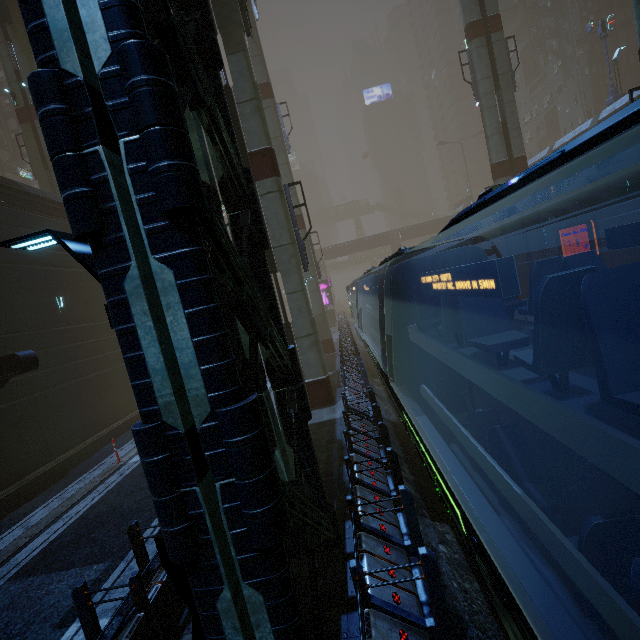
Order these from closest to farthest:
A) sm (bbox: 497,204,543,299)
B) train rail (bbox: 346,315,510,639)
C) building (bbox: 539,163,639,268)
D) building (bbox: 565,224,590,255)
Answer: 1. train rail (bbox: 346,315,510,639)
2. sm (bbox: 497,204,543,299)
3. building (bbox: 539,163,639,268)
4. building (bbox: 565,224,590,255)

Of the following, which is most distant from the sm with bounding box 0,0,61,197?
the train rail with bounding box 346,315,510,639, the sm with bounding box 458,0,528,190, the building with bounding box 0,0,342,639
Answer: the sm with bounding box 458,0,528,190

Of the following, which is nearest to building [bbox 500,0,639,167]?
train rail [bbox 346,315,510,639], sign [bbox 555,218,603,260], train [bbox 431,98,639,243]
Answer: train rail [bbox 346,315,510,639]

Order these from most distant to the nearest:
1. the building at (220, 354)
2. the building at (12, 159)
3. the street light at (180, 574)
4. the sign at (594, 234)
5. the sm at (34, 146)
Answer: the building at (12, 159)
the sm at (34, 146)
the sign at (594, 234)
the street light at (180, 574)
the building at (220, 354)

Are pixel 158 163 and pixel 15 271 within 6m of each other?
no

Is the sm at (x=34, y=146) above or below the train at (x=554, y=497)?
above

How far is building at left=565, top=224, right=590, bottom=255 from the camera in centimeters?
3150cm

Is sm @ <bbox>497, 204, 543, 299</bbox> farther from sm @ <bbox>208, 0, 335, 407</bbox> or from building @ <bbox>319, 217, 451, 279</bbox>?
sm @ <bbox>208, 0, 335, 407</bbox>
